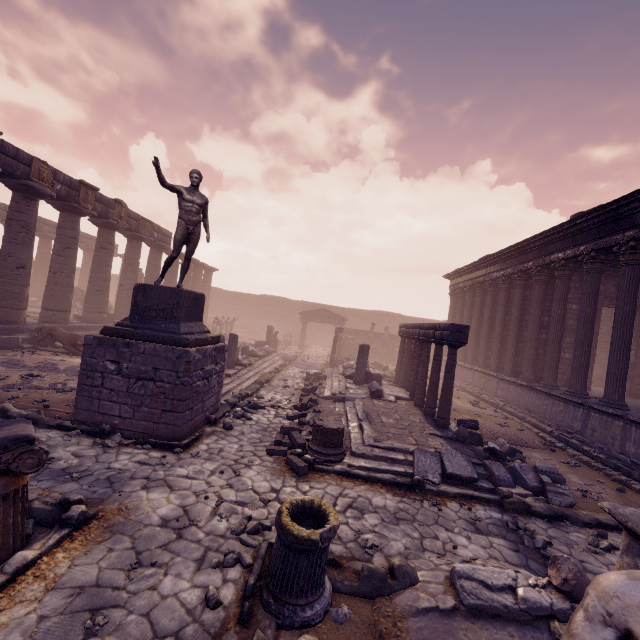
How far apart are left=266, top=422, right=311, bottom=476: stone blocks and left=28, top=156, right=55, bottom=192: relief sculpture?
13.3m

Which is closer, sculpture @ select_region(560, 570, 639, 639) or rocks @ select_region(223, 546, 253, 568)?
sculpture @ select_region(560, 570, 639, 639)

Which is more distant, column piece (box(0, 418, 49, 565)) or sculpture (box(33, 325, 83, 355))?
sculpture (box(33, 325, 83, 355))

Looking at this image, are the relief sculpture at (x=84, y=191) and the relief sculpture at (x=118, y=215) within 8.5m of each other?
yes

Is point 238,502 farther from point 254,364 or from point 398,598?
point 254,364

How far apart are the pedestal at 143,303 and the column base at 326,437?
3.09m

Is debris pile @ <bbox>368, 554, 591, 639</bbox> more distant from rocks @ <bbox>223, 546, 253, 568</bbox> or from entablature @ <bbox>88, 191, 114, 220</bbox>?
entablature @ <bbox>88, 191, 114, 220</bbox>

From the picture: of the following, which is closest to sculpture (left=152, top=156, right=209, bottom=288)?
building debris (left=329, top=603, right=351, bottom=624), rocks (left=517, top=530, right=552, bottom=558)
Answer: building debris (left=329, top=603, right=351, bottom=624)
